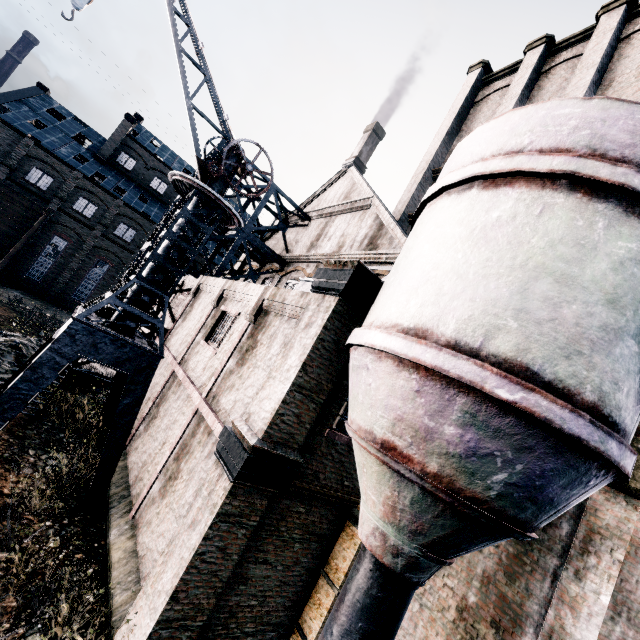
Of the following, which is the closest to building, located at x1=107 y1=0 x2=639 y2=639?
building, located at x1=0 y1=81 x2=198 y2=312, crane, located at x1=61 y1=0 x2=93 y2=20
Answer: crane, located at x1=61 y1=0 x2=93 y2=20

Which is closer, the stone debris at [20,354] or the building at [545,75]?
the building at [545,75]

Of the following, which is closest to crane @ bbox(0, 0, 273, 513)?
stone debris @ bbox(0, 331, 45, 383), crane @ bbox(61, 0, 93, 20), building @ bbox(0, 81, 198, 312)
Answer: crane @ bbox(61, 0, 93, 20)

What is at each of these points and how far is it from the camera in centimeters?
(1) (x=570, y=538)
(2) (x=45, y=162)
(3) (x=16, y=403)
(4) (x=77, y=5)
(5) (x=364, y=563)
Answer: (1) building, 652cm
(2) building, 3378cm
(3) crane, 928cm
(4) crane, 1000cm
(5) silo, 567cm

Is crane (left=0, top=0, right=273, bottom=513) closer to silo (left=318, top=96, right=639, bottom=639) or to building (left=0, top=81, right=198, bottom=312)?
silo (left=318, top=96, right=639, bottom=639)

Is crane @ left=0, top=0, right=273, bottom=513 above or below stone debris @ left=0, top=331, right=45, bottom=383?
above

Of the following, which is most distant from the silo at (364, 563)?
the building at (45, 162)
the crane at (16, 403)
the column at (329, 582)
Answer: the building at (45, 162)

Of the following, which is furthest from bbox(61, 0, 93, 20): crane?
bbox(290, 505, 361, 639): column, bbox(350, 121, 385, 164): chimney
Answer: bbox(350, 121, 385, 164): chimney
